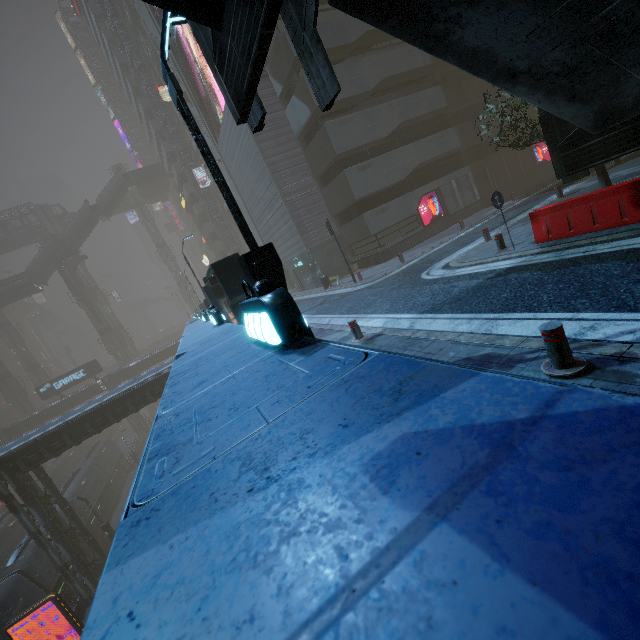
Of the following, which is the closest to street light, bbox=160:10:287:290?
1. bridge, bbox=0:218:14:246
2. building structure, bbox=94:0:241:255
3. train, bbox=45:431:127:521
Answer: building structure, bbox=94:0:241:255

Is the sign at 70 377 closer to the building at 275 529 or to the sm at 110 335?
the building at 275 529

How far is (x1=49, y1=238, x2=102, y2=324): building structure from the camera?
47.84m

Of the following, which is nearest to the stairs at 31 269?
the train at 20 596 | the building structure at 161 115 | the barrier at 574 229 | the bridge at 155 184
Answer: the bridge at 155 184

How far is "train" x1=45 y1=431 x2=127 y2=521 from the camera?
32.53m

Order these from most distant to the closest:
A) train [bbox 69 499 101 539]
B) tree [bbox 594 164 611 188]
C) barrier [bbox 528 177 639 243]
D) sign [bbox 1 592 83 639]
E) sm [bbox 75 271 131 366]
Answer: sm [bbox 75 271 131 366] < train [bbox 69 499 101 539] < sign [bbox 1 592 83 639] < tree [bbox 594 164 611 188] < barrier [bbox 528 177 639 243]

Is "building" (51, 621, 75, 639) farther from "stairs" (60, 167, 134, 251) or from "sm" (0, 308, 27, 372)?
"stairs" (60, 167, 134, 251)

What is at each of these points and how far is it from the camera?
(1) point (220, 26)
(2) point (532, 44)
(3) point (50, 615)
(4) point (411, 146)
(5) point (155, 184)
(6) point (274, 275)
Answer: (1) stairs, 3.63m
(2) stairs, 4.56m
(3) train, 20.66m
(4) building, 22.42m
(5) bridge, 57.72m
(6) street light, 5.40m
